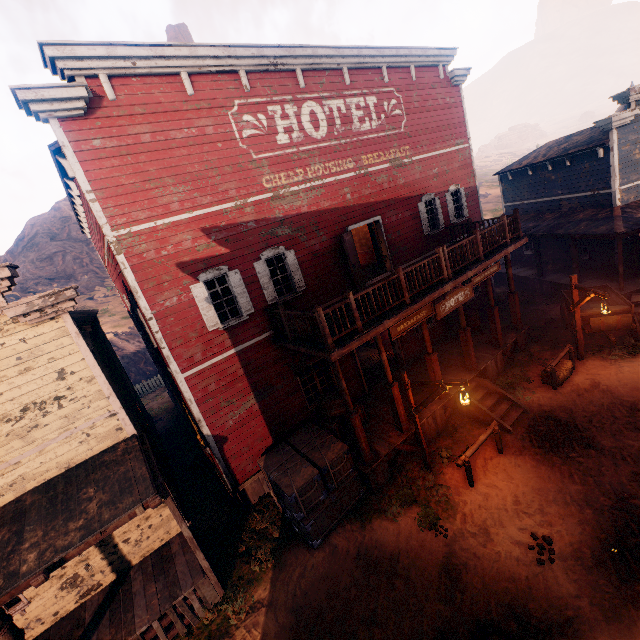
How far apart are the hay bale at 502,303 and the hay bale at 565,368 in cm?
630

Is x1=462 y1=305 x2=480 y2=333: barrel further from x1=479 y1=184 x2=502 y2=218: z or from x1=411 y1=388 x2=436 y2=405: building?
x1=479 y1=184 x2=502 y2=218: z

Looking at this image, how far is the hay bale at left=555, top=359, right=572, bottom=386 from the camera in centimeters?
1109cm

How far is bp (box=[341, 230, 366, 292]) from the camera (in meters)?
10.40

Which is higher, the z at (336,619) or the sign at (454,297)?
the sign at (454,297)

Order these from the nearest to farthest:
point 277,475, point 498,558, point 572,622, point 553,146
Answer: point 572,622 → point 498,558 → point 277,475 → point 553,146

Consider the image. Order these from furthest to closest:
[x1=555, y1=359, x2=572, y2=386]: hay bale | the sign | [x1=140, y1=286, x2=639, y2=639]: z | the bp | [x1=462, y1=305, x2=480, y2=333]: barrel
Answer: [x1=462, y1=305, x2=480, y2=333]: barrel < [x1=555, y1=359, x2=572, y2=386]: hay bale < the bp < the sign < [x1=140, y1=286, x2=639, y2=639]: z

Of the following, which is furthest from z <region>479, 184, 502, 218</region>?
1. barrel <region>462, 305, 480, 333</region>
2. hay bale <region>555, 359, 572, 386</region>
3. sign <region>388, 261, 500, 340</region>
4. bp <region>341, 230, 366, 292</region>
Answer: bp <region>341, 230, 366, 292</region>
